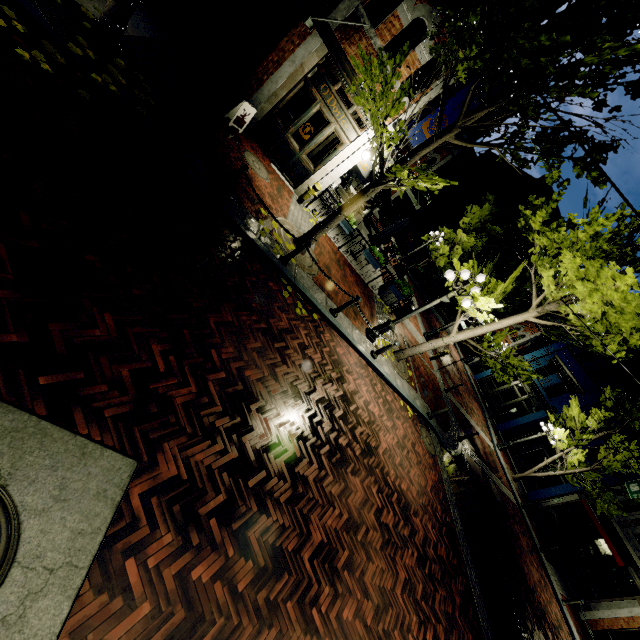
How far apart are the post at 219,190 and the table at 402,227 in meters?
7.8

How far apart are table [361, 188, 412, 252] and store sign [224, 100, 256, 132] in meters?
7.1

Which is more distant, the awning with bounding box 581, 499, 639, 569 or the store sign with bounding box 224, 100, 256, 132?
the awning with bounding box 581, 499, 639, 569

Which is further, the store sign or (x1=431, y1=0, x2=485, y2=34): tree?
the store sign

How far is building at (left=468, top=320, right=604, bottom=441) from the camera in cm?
2316

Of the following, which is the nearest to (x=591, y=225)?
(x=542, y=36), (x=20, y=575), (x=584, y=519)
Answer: (x=542, y=36)

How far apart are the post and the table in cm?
777

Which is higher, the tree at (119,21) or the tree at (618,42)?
the tree at (618,42)
